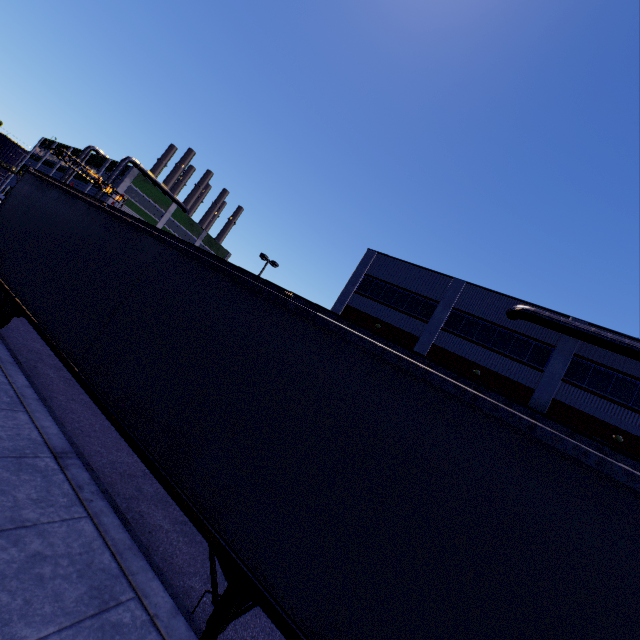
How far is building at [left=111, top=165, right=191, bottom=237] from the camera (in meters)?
49.55

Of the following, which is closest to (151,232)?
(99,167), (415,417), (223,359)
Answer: (223,359)

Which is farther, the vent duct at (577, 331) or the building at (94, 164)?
the building at (94, 164)

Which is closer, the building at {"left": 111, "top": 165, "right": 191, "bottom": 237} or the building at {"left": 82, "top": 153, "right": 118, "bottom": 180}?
the building at {"left": 111, "top": 165, "right": 191, "bottom": 237}

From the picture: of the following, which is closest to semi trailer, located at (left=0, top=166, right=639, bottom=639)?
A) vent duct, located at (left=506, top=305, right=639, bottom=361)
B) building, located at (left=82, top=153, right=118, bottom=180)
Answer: building, located at (left=82, top=153, right=118, bottom=180)

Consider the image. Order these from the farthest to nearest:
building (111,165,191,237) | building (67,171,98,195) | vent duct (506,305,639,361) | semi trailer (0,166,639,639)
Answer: building (67,171,98,195) → building (111,165,191,237) → vent duct (506,305,639,361) → semi trailer (0,166,639,639)

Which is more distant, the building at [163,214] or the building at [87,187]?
the building at [87,187]
